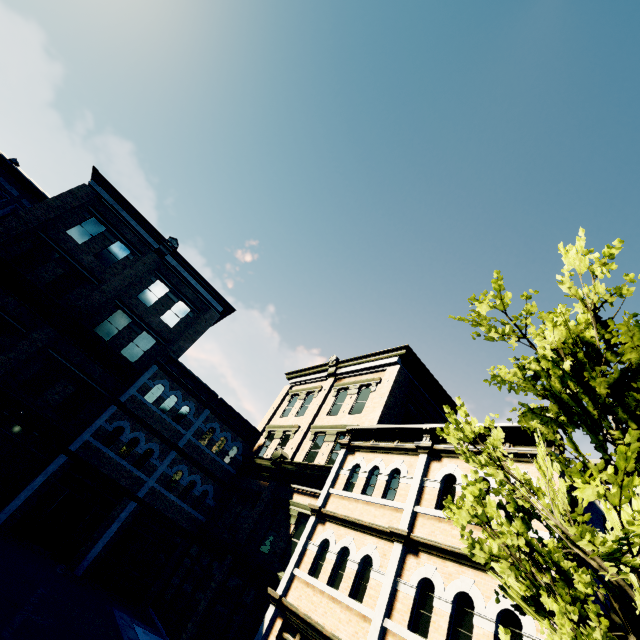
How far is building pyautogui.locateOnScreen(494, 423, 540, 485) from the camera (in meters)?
8.45

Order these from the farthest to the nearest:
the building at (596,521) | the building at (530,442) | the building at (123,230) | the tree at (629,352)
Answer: the building at (123,230) → the building at (530,442) → the building at (596,521) → the tree at (629,352)

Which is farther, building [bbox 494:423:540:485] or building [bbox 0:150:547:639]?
building [bbox 0:150:547:639]

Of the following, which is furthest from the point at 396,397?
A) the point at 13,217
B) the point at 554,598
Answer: the point at 13,217

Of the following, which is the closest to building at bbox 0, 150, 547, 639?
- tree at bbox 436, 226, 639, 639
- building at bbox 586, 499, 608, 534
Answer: building at bbox 586, 499, 608, 534

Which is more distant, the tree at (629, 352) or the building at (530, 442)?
the building at (530, 442)

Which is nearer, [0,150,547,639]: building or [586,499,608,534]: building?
[586,499,608,534]: building

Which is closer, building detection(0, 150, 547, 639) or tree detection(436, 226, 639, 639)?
tree detection(436, 226, 639, 639)
